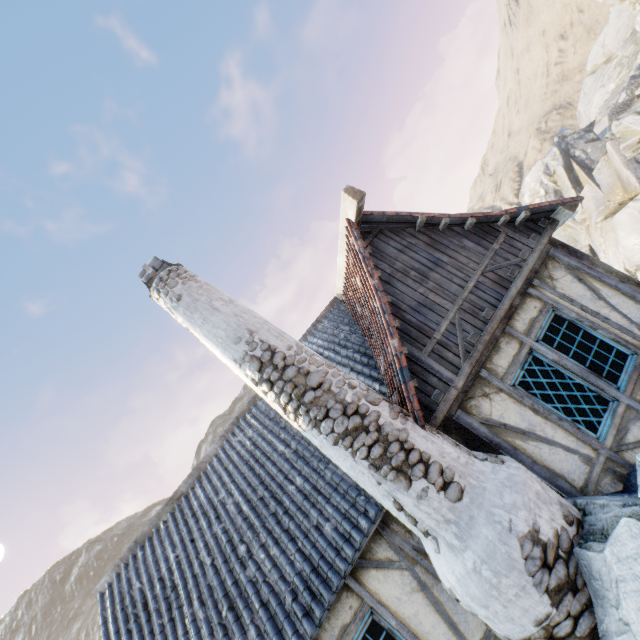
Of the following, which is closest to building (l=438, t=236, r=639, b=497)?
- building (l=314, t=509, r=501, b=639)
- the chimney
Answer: the chimney

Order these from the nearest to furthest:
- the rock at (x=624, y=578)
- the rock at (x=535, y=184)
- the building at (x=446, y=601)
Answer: the rock at (x=624, y=578) → the building at (x=446, y=601) → the rock at (x=535, y=184)

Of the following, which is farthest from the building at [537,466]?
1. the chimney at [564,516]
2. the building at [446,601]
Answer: the building at [446,601]

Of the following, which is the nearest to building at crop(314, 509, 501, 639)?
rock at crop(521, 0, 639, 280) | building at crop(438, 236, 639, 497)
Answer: rock at crop(521, 0, 639, 280)

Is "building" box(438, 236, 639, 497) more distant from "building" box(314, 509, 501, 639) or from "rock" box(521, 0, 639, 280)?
"building" box(314, 509, 501, 639)

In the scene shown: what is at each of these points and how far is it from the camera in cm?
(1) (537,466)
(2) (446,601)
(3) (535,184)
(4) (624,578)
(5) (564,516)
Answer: (1) building, 427
(2) building, 428
(3) rock, 2991
(4) rock, 275
(5) chimney, 346
